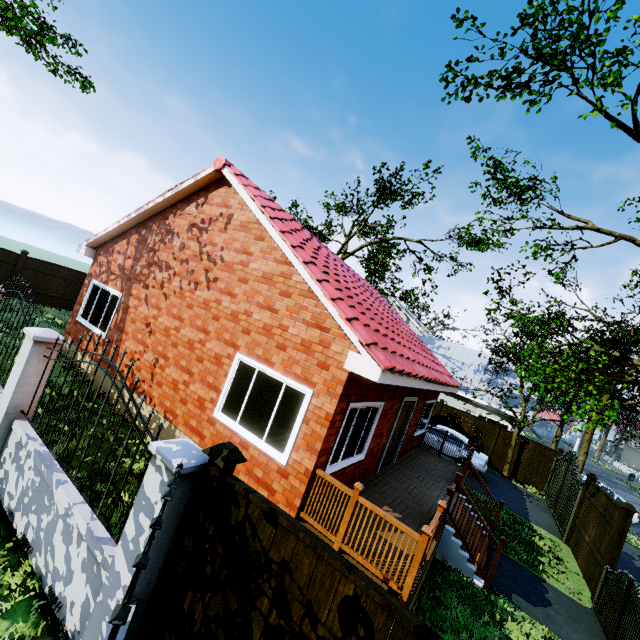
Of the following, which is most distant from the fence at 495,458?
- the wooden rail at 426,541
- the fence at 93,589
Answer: the wooden rail at 426,541

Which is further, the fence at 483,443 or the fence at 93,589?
the fence at 483,443

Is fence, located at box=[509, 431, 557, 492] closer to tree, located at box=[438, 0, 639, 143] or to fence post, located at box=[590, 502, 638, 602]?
tree, located at box=[438, 0, 639, 143]

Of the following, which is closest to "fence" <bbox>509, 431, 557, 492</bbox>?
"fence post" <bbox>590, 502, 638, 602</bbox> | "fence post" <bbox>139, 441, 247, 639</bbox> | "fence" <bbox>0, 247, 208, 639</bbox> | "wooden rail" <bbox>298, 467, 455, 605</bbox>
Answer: "fence" <bbox>0, 247, 208, 639</bbox>

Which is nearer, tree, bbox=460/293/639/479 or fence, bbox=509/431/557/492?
tree, bbox=460/293/639/479

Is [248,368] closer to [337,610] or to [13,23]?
[337,610]

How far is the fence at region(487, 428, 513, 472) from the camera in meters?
18.1 m
